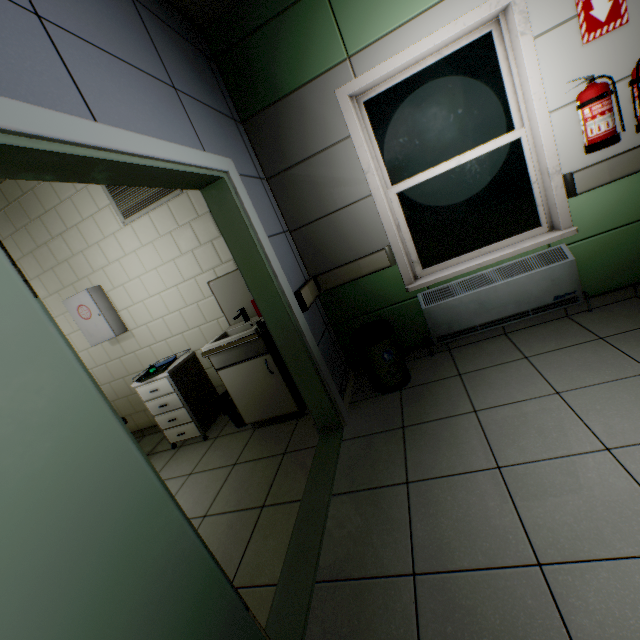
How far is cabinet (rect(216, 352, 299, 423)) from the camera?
2.9m

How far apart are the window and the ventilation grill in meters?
2.0 m

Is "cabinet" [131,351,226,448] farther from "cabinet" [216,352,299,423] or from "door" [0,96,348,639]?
"door" [0,96,348,639]

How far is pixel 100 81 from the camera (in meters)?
1.34

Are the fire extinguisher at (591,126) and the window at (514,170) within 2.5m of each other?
yes

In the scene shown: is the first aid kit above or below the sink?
above

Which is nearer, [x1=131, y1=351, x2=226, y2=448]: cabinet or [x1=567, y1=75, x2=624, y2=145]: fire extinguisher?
[x1=567, y1=75, x2=624, y2=145]: fire extinguisher

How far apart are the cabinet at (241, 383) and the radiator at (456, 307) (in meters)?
1.36
